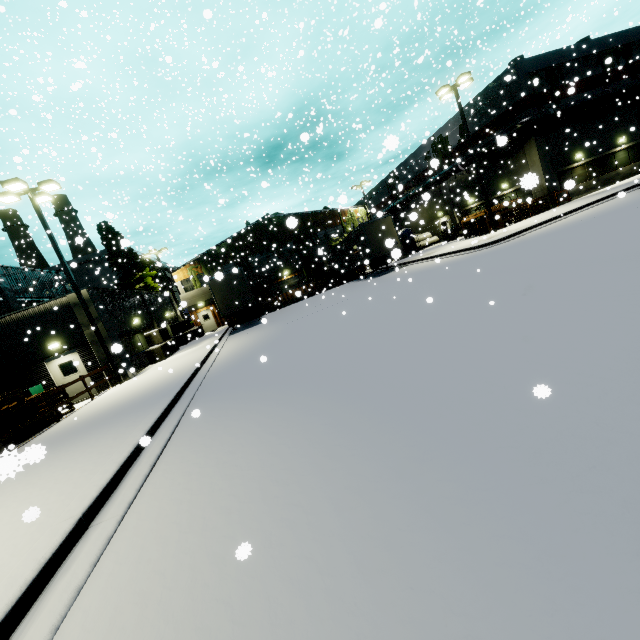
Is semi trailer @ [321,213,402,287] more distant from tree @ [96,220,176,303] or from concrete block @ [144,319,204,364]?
concrete block @ [144,319,204,364]

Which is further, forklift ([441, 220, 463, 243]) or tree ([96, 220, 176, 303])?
forklift ([441, 220, 463, 243])

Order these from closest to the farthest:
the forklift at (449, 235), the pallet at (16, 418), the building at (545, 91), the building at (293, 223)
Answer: the pallet at (16, 418)
the building at (545, 91)
the forklift at (449, 235)
the building at (293, 223)

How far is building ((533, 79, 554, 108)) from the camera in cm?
2412

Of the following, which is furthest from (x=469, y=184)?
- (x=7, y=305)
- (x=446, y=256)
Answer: (x=7, y=305)

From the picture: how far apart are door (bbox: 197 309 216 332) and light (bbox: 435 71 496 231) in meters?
29.0

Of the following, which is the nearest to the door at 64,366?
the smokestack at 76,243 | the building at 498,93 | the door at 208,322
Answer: the building at 498,93

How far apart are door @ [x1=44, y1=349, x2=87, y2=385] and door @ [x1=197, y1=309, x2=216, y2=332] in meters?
20.7
